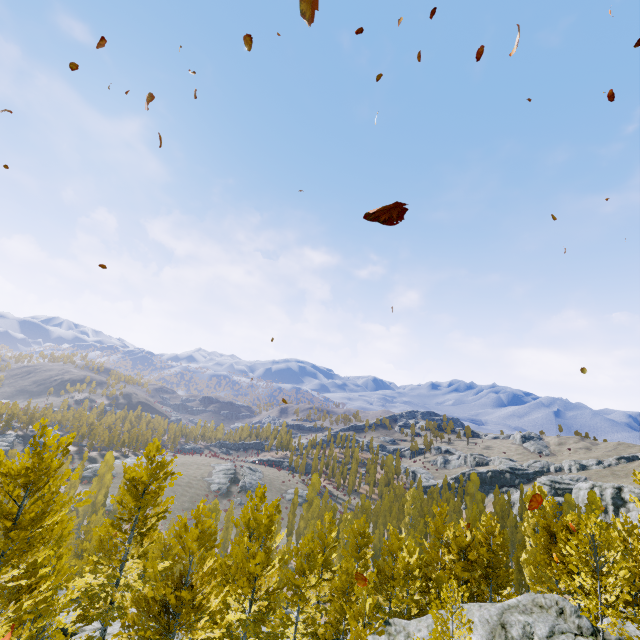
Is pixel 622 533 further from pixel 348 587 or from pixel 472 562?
pixel 348 587

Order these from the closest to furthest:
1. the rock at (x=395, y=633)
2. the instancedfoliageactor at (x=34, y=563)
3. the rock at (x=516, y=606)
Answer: the instancedfoliageactor at (x=34, y=563)
the rock at (x=516, y=606)
the rock at (x=395, y=633)

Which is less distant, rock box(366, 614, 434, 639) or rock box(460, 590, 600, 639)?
rock box(460, 590, 600, 639)

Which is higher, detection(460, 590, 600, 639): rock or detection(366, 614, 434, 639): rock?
detection(460, 590, 600, 639): rock

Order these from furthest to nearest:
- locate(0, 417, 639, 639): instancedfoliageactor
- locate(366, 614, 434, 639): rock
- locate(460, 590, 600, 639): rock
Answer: locate(366, 614, 434, 639): rock
locate(460, 590, 600, 639): rock
locate(0, 417, 639, 639): instancedfoliageactor

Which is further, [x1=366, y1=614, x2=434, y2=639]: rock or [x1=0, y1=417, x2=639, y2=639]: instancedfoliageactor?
[x1=366, y1=614, x2=434, y2=639]: rock

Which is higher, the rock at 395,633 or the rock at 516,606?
the rock at 516,606
